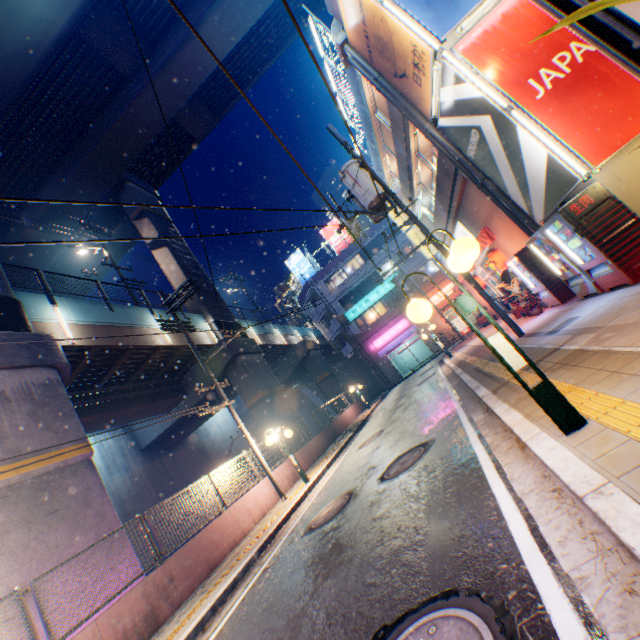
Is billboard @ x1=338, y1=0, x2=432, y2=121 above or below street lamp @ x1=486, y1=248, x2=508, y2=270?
above

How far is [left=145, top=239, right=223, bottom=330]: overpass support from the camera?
21.5 meters

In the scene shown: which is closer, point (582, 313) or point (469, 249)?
point (469, 249)

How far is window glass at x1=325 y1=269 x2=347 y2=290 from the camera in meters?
38.5 m

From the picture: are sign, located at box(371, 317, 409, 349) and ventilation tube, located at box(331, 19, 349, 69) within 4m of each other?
A: no

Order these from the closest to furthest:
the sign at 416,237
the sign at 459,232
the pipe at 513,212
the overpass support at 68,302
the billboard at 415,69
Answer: the billboard at 415,69
the pipe at 513,212
the overpass support at 68,302
the sign at 459,232
the sign at 416,237

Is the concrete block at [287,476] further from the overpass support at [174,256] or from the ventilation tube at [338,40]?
the ventilation tube at [338,40]

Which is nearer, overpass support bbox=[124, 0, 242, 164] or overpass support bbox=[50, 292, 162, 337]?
overpass support bbox=[50, 292, 162, 337]
